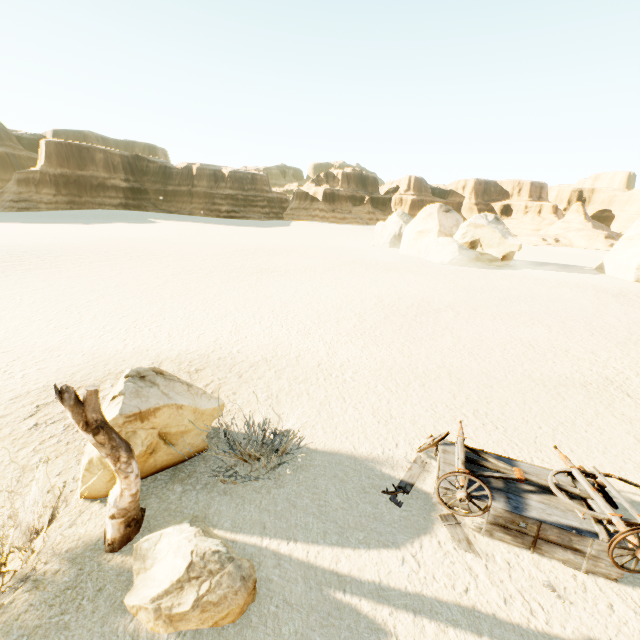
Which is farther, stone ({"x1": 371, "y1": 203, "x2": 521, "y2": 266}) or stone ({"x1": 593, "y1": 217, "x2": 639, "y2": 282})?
stone ({"x1": 371, "y1": 203, "x2": 521, "y2": 266})

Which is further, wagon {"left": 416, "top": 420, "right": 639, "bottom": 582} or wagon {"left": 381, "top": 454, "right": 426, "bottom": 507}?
wagon {"left": 381, "top": 454, "right": 426, "bottom": 507}

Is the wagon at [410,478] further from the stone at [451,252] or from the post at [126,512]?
the stone at [451,252]

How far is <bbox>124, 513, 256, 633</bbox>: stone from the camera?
3.2m

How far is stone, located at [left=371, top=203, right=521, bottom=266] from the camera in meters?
29.9 m

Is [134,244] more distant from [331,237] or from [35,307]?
[331,237]

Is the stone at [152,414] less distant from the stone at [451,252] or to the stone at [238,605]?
the stone at [238,605]

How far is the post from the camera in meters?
3.4
